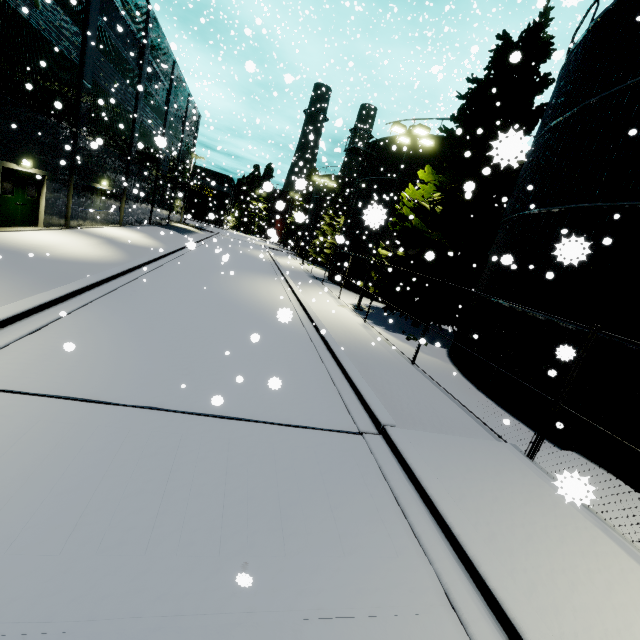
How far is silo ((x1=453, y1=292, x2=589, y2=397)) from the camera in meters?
8.4

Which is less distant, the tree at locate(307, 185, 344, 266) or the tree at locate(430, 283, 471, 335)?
the tree at locate(430, 283, 471, 335)

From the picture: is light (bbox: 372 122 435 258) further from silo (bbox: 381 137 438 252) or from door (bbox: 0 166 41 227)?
door (bbox: 0 166 41 227)

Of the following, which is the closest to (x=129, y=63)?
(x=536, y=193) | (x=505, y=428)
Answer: (x=536, y=193)

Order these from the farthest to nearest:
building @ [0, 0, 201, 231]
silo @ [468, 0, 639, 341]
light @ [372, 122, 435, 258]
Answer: light @ [372, 122, 435, 258]
building @ [0, 0, 201, 231]
silo @ [468, 0, 639, 341]

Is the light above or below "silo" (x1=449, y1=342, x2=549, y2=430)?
above

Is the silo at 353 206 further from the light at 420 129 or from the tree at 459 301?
the light at 420 129

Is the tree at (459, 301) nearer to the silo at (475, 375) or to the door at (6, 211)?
the silo at (475, 375)
